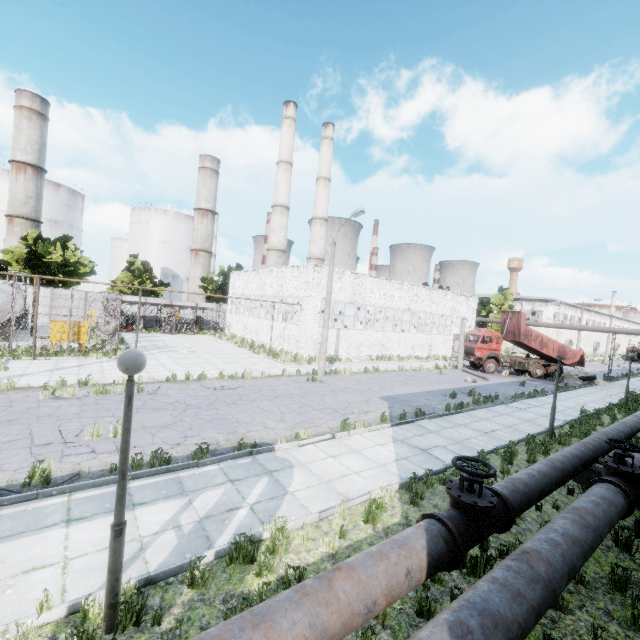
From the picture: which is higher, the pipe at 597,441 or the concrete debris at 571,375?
the pipe at 597,441

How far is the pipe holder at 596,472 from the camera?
8.8 meters

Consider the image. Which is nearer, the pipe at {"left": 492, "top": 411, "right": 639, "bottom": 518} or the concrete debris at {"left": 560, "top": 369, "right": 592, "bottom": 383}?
the pipe at {"left": 492, "top": 411, "right": 639, "bottom": 518}

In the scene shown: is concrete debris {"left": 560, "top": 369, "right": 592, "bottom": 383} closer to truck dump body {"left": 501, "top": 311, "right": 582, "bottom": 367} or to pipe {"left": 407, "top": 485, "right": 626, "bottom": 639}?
truck dump body {"left": 501, "top": 311, "right": 582, "bottom": 367}

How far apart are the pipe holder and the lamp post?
11.11m

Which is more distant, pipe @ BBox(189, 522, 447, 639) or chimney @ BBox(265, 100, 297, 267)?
chimney @ BBox(265, 100, 297, 267)

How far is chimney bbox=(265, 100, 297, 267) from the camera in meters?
45.1

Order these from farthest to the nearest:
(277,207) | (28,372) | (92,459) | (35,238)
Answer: (277,207) → (35,238) → (28,372) → (92,459)
